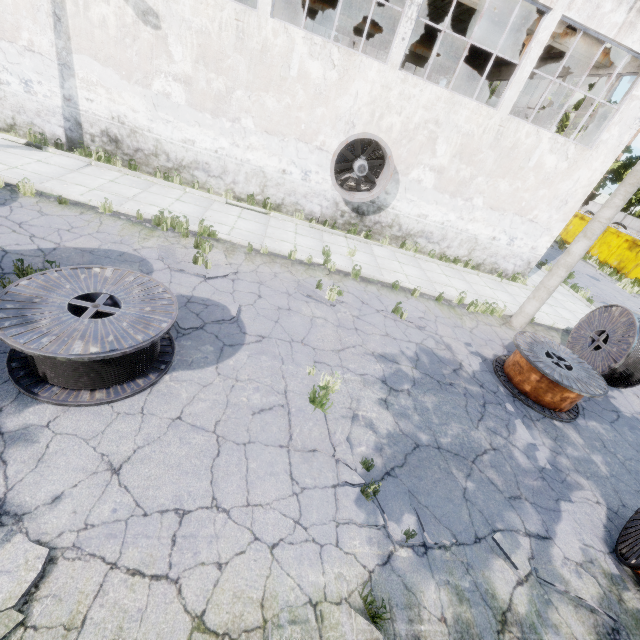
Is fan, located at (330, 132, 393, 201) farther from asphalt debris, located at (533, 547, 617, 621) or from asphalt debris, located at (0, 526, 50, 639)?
asphalt debris, located at (0, 526, 50, 639)

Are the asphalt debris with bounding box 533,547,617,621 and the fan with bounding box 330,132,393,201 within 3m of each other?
no

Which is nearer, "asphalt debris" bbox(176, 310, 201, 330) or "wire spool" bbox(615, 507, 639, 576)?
"wire spool" bbox(615, 507, 639, 576)

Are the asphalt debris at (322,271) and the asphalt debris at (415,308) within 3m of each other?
yes

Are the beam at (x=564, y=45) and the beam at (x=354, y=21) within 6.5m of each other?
no

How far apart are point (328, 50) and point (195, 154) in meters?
→ 5.4 m

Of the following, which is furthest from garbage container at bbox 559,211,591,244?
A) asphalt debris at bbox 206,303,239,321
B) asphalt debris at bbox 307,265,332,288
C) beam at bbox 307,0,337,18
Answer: asphalt debris at bbox 206,303,239,321

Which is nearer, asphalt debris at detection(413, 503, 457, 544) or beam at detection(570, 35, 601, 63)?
asphalt debris at detection(413, 503, 457, 544)
